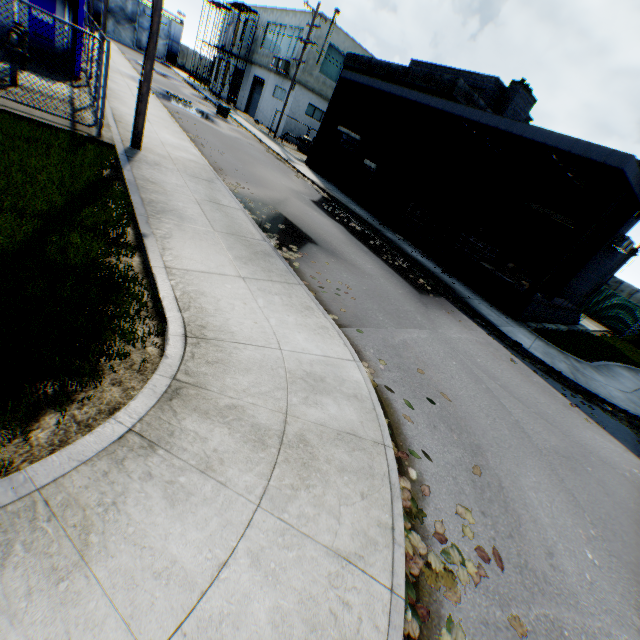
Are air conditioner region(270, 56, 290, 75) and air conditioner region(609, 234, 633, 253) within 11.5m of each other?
no

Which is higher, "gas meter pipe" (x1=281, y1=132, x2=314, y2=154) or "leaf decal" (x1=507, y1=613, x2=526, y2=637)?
"gas meter pipe" (x1=281, y1=132, x2=314, y2=154)

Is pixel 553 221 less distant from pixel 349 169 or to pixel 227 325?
pixel 349 169

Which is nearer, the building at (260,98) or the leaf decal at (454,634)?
the leaf decal at (454,634)

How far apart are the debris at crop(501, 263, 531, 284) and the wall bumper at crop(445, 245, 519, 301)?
1.30m

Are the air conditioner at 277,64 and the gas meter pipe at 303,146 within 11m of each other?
yes

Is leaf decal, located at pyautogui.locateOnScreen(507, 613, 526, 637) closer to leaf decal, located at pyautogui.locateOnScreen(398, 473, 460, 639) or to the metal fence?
leaf decal, located at pyautogui.locateOnScreen(398, 473, 460, 639)

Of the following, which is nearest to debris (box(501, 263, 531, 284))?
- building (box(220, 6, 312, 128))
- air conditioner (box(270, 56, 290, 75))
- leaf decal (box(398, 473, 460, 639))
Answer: leaf decal (box(398, 473, 460, 639))
